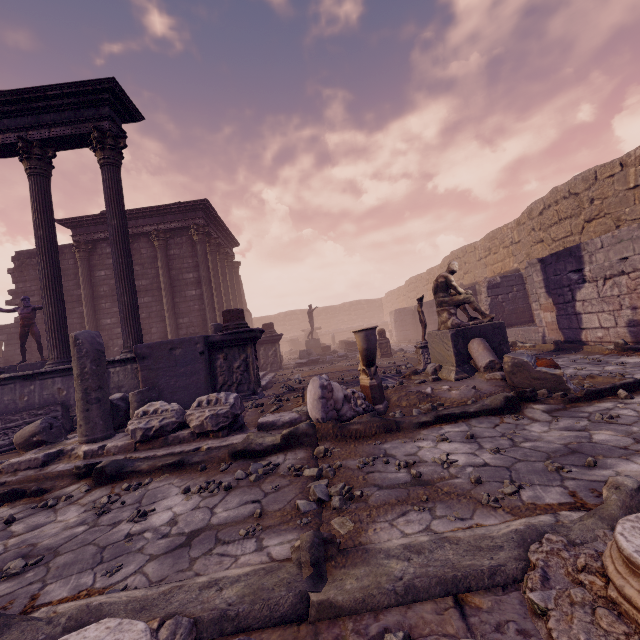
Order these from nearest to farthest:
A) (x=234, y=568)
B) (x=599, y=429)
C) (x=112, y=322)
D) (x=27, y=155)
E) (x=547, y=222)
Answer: (x=234, y=568) → (x=599, y=429) → (x=27, y=155) → (x=547, y=222) → (x=112, y=322)

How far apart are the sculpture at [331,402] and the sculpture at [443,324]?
1.9 meters

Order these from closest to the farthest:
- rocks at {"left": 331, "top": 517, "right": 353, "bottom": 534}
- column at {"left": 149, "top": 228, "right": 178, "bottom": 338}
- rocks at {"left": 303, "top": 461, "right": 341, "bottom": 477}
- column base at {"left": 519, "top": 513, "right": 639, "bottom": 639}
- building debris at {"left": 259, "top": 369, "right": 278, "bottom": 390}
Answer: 1. column base at {"left": 519, "top": 513, "right": 639, "bottom": 639}
2. rocks at {"left": 331, "top": 517, "right": 353, "bottom": 534}
3. rocks at {"left": 303, "top": 461, "right": 341, "bottom": 477}
4. building debris at {"left": 259, "top": 369, "right": 278, "bottom": 390}
5. column at {"left": 149, "top": 228, "right": 178, "bottom": 338}

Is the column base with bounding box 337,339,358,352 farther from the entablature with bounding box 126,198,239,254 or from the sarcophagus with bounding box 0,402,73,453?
the sarcophagus with bounding box 0,402,73,453

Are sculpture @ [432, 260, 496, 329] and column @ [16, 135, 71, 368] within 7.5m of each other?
no

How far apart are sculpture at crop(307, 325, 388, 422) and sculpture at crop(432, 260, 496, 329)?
1.89m

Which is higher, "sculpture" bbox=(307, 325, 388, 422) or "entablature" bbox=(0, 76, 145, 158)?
"entablature" bbox=(0, 76, 145, 158)

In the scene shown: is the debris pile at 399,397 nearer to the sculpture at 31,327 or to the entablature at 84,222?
the sculpture at 31,327
